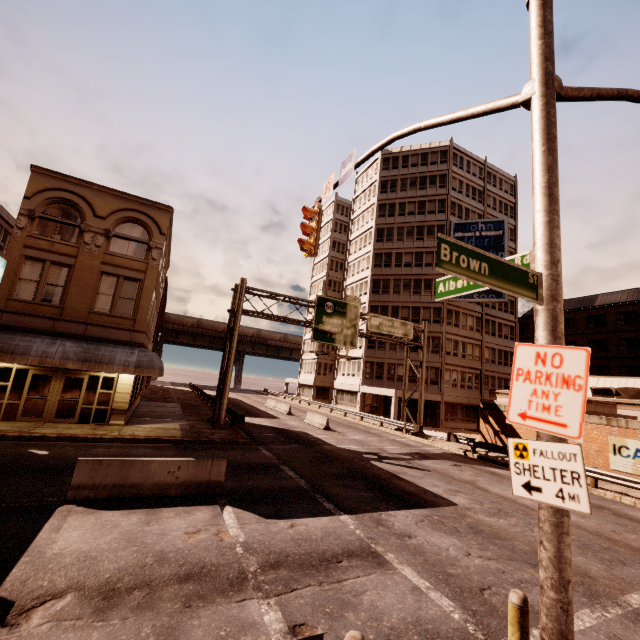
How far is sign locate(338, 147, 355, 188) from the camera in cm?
848

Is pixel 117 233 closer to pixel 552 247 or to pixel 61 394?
pixel 61 394

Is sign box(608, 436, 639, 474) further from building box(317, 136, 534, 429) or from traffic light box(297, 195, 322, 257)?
building box(317, 136, 534, 429)

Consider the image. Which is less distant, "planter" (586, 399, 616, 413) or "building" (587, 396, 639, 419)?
"planter" (586, 399, 616, 413)

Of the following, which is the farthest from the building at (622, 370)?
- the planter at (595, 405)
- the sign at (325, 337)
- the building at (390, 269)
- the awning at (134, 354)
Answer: the awning at (134, 354)

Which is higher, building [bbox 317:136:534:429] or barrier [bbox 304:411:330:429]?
building [bbox 317:136:534:429]

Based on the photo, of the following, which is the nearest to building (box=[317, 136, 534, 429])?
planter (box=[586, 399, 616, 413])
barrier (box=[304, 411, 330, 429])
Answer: barrier (box=[304, 411, 330, 429])

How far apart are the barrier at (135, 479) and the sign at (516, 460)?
8.9m
